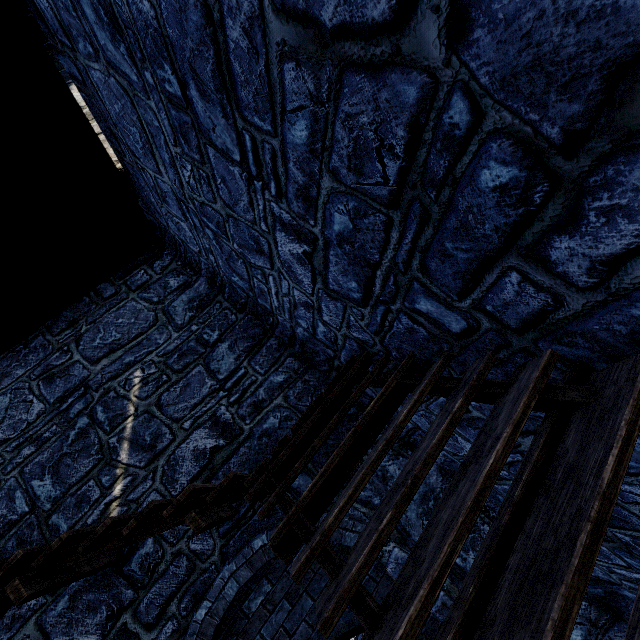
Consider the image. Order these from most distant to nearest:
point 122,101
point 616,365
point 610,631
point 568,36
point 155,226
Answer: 1. point 155,226
2. point 610,631
3. point 122,101
4. point 616,365
5. point 568,36
